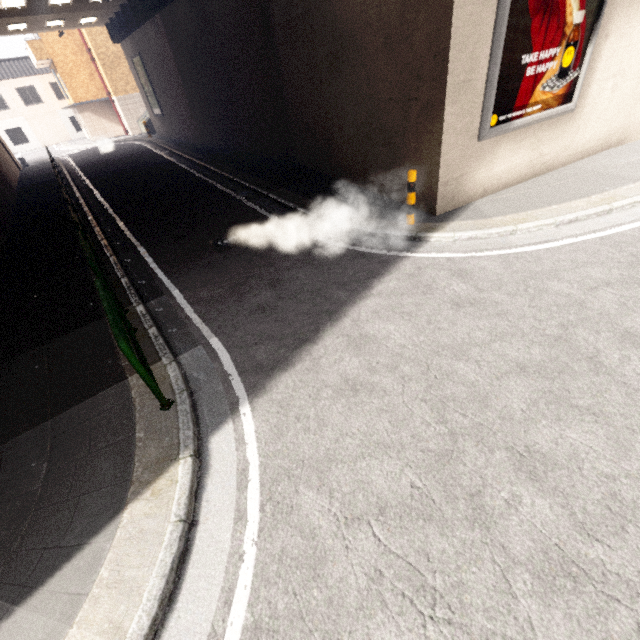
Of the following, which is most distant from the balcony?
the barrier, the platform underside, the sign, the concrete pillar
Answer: the sign

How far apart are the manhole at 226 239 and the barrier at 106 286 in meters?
2.2

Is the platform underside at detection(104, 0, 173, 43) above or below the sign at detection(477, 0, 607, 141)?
above

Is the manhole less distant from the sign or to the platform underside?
the sign

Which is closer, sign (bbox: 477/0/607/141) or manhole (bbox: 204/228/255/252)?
sign (bbox: 477/0/607/141)

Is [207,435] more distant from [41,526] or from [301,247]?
[301,247]

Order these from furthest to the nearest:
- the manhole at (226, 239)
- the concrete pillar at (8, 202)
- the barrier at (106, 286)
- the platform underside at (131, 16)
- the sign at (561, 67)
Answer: the platform underside at (131, 16), the concrete pillar at (8, 202), the manhole at (226, 239), the sign at (561, 67), the barrier at (106, 286)

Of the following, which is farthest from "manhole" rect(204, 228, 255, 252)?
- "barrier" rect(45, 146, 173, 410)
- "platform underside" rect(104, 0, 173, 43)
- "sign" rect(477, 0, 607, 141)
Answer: "platform underside" rect(104, 0, 173, 43)
